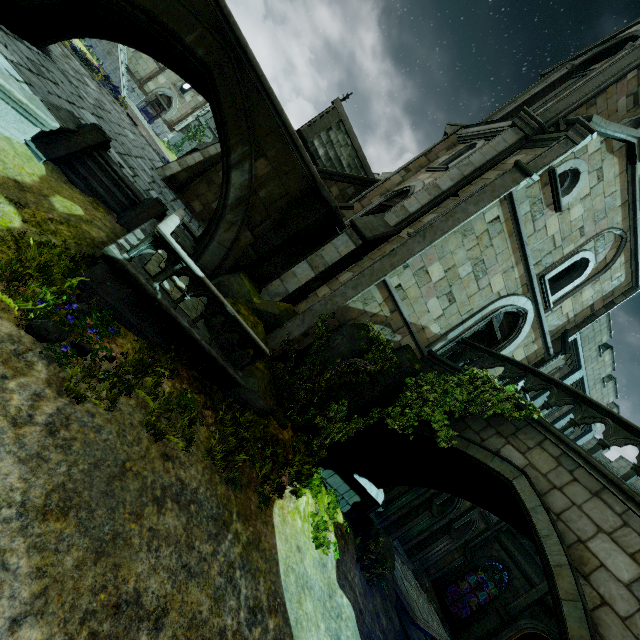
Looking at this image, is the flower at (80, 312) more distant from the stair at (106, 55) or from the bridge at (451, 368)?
the stair at (106, 55)

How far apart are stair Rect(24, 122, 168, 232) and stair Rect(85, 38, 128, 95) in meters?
29.2 m

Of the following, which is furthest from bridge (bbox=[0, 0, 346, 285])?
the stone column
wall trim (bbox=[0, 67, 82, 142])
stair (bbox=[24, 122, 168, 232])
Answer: the stone column

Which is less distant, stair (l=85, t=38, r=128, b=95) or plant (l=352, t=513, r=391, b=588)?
plant (l=352, t=513, r=391, b=588)

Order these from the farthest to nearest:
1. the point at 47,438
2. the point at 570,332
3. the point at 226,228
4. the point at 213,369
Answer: the point at 570,332 < the point at 226,228 < the point at 213,369 < the point at 47,438

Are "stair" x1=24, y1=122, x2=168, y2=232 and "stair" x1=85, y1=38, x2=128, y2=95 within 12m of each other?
no

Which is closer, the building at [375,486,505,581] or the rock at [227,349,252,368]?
the rock at [227,349,252,368]

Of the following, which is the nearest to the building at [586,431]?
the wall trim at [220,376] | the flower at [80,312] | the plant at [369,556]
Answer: the plant at [369,556]
